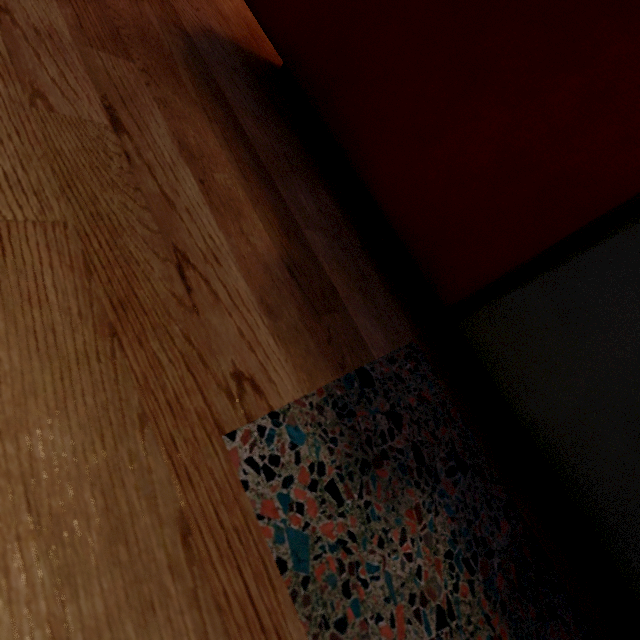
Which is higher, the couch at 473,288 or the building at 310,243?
the couch at 473,288

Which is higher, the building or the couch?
the couch

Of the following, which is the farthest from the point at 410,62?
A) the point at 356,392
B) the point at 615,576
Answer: the point at 615,576
